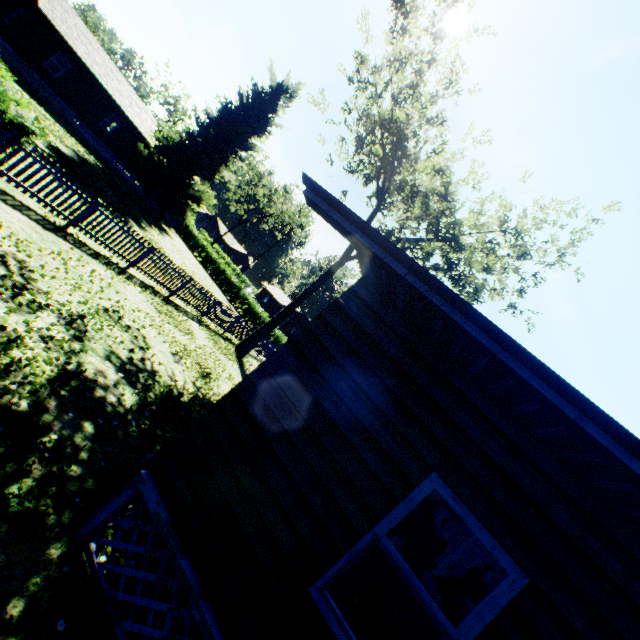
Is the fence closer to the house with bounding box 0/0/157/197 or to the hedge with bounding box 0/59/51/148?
the hedge with bounding box 0/59/51/148

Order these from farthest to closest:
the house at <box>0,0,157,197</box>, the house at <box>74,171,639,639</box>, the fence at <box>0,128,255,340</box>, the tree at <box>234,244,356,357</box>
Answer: the house at <box>0,0,157,197</box>, the tree at <box>234,244,356,357</box>, the fence at <box>0,128,255,340</box>, the house at <box>74,171,639,639</box>

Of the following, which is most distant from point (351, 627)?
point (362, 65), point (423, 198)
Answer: point (362, 65)

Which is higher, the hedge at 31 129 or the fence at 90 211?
the hedge at 31 129

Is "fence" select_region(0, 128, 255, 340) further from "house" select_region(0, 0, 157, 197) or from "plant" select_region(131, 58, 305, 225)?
"house" select_region(0, 0, 157, 197)

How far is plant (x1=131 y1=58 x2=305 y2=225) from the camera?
30.7m

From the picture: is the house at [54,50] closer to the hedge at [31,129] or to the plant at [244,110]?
the plant at [244,110]

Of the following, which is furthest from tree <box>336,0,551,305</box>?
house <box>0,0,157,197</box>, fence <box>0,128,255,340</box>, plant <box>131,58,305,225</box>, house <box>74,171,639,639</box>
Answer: house <box>0,0,157,197</box>
